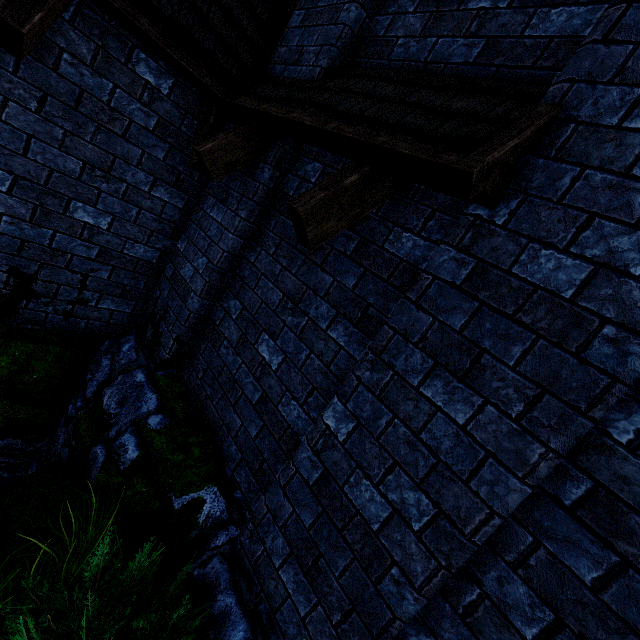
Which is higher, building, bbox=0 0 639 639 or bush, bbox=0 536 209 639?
building, bbox=0 0 639 639

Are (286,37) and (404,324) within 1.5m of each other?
no

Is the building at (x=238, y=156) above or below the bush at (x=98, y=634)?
above
